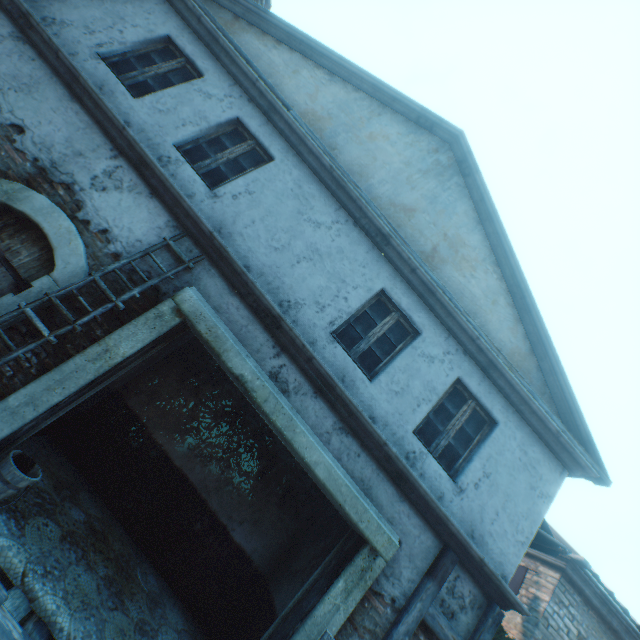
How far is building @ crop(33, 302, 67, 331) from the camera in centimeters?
400cm

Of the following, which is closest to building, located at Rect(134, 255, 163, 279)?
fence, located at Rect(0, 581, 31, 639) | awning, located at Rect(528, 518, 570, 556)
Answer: awning, located at Rect(528, 518, 570, 556)

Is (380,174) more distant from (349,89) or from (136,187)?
(136,187)

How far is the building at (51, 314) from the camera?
4.00m

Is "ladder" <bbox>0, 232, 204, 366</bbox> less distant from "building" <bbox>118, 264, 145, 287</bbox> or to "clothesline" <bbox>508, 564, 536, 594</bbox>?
"building" <bbox>118, 264, 145, 287</bbox>

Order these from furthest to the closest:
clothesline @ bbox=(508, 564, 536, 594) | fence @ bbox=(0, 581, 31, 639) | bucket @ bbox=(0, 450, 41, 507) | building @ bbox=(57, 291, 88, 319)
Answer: clothesline @ bbox=(508, 564, 536, 594)
building @ bbox=(57, 291, 88, 319)
bucket @ bbox=(0, 450, 41, 507)
fence @ bbox=(0, 581, 31, 639)

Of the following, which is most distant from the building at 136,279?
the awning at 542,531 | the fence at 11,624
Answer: the fence at 11,624

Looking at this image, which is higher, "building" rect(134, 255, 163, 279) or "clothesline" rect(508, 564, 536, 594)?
"clothesline" rect(508, 564, 536, 594)
